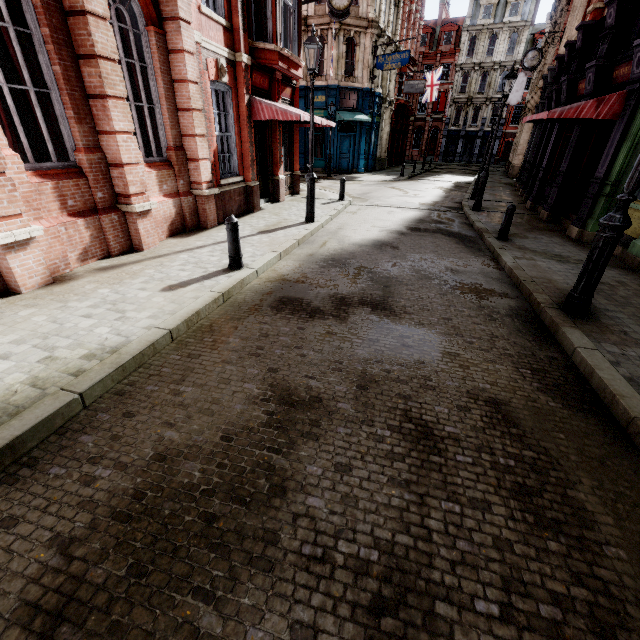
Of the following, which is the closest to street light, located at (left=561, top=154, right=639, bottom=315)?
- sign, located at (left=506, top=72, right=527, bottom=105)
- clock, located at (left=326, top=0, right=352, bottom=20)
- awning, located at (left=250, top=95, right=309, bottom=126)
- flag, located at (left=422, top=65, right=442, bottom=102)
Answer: awning, located at (left=250, top=95, right=309, bottom=126)

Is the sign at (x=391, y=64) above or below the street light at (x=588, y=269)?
above

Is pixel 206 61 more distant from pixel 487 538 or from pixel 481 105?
pixel 481 105

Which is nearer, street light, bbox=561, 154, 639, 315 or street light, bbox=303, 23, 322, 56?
street light, bbox=561, 154, 639, 315

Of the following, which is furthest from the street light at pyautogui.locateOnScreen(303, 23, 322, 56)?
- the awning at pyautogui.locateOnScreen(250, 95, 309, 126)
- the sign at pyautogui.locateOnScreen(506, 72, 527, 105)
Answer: the sign at pyautogui.locateOnScreen(506, 72, 527, 105)

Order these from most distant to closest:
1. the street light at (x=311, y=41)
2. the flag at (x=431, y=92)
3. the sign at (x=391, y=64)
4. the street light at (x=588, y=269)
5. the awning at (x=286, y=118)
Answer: the flag at (x=431, y=92), the sign at (x=391, y=64), the awning at (x=286, y=118), the street light at (x=311, y=41), the street light at (x=588, y=269)

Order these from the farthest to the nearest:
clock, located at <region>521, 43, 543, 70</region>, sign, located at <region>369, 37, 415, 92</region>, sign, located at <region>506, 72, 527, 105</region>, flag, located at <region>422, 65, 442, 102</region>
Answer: flag, located at <region>422, 65, 442, 102</region>
sign, located at <region>506, 72, 527, 105</region>
sign, located at <region>369, 37, 415, 92</region>
clock, located at <region>521, 43, 543, 70</region>

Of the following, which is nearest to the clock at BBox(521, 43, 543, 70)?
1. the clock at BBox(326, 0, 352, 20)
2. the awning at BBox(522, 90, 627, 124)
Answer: the awning at BBox(522, 90, 627, 124)
